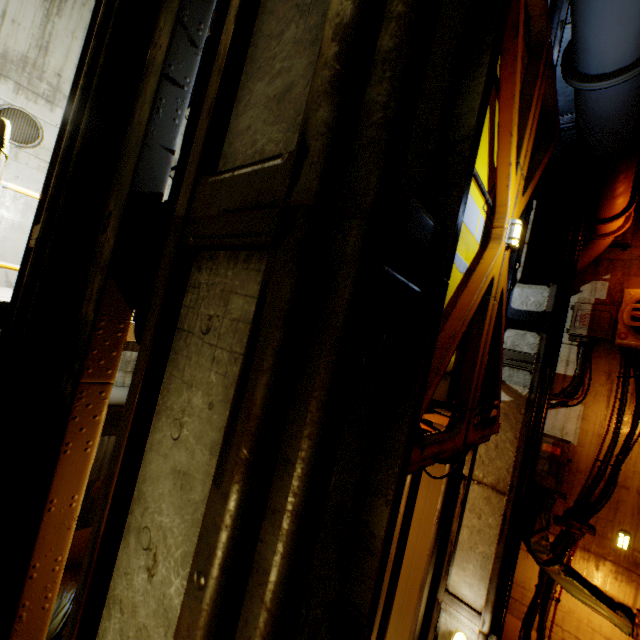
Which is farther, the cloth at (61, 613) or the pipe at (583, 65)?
the cloth at (61, 613)

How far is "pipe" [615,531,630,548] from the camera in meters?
4.7

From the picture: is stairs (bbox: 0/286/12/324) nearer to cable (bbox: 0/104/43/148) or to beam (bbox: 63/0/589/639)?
beam (bbox: 63/0/589/639)

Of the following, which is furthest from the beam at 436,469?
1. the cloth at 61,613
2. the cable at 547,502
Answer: the cloth at 61,613

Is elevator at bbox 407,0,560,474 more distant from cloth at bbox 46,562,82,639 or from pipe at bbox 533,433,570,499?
cloth at bbox 46,562,82,639

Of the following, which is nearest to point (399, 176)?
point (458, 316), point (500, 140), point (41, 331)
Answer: point (458, 316)

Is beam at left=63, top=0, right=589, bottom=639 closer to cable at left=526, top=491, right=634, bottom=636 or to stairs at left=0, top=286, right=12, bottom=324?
stairs at left=0, top=286, right=12, bottom=324

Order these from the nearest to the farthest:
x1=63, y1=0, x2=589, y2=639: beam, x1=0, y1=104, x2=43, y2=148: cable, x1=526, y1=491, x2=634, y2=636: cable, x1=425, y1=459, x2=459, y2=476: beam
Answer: x1=63, y1=0, x2=589, y2=639: beam → x1=425, y1=459, x2=459, y2=476: beam → x1=526, y1=491, x2=634, y2=636: cable → x1=0, y1=104, x2=43, y2=148: cable
